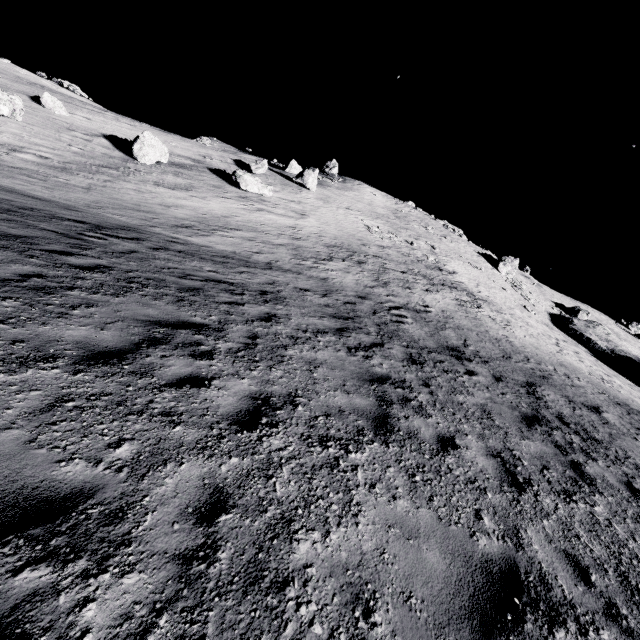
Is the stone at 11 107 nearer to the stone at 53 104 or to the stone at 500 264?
the stone at 53 104

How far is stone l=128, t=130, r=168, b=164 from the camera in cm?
2311

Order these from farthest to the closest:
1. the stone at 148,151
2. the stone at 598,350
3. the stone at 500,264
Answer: the stone at 500,264 < the stone at 598,350 < the stone at 148,151

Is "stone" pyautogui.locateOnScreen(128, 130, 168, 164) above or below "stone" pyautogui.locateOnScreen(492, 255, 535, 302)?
below

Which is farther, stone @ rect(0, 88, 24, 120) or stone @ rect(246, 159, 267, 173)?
stone @ rect(246, 159, 267, 173)

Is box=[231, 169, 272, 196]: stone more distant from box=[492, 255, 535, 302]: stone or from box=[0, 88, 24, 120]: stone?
box=[492, 255, 535, 302]: stone

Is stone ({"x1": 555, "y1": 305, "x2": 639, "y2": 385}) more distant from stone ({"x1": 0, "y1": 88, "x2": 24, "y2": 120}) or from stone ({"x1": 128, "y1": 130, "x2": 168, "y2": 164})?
stone ({"x1": 0, "y1": 88, "x2": 24, "y2": 120})

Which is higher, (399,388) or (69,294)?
(399,388)
